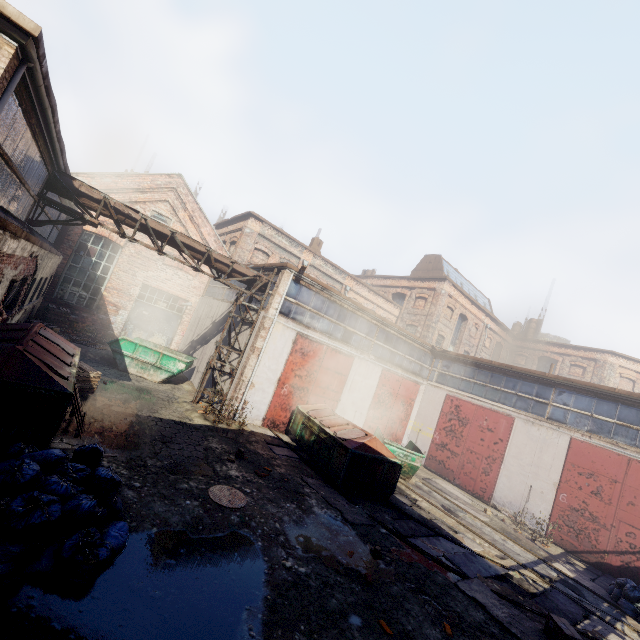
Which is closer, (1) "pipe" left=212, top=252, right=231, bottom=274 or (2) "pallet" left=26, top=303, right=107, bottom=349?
(1) "pipe" left=212, top=252, right=231, bottom=274

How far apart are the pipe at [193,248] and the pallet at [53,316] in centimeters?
758cm

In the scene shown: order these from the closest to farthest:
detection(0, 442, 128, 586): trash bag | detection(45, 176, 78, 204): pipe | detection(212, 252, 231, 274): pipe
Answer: detection(0, 442, 128, 586): trash bag, detection(45, 176, 78, 204): pipe, detection(212, 252, 231, 274): pipe

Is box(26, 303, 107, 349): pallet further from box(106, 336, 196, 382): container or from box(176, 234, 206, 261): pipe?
box(176, 234, 206, 261): pipe

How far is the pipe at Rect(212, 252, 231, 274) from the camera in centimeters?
1263cm

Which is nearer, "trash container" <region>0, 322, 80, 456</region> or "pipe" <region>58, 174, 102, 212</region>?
"trash container" <region>0, 322, 80, 456</region>

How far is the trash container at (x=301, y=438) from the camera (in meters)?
9.88

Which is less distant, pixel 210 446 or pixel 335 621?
pixel 335 621
